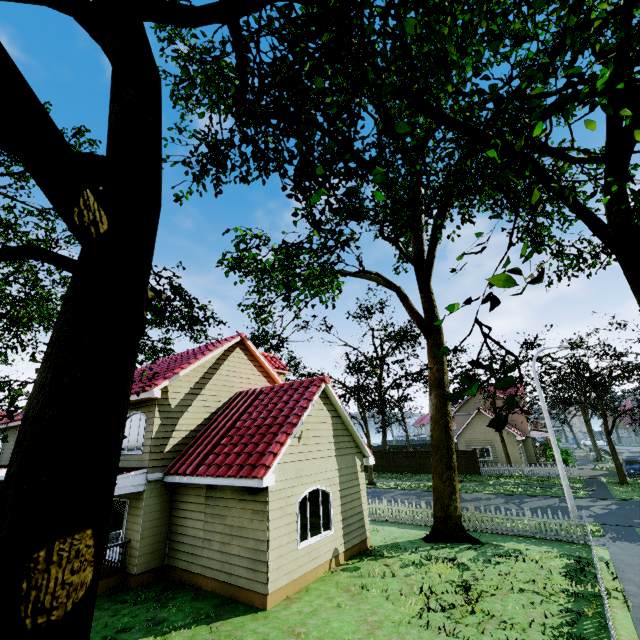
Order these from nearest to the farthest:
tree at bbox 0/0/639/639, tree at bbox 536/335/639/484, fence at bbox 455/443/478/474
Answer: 1. tree at bbox 0/0/639/639
2. tree at bbox 536/335/639/484
3. fence at bbox 455/443/478/474

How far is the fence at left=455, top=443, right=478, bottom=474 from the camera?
31.94m

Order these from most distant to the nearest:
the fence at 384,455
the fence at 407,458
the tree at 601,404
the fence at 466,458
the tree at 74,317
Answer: the fence at 384,455 → the fence at 407,458 → the fence at 466,458 → the tree at 601,404 → the tree at 74,317

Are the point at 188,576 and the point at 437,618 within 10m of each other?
yes

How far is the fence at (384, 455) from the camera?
36.9 meters

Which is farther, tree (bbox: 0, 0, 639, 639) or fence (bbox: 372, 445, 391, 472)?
fence (bbox: 372, 445, 391, 472)

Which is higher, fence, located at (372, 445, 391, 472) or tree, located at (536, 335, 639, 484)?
tree, located at (536, 335, 639, 484)
